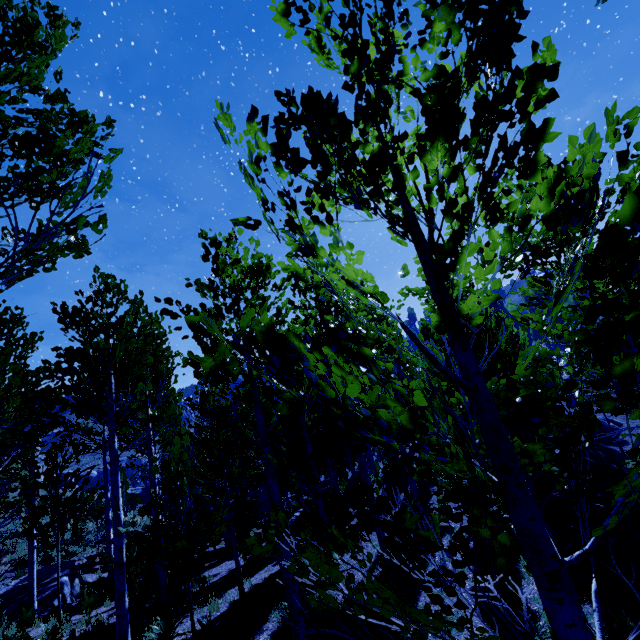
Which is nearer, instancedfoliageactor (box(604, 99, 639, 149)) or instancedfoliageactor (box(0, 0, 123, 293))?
instancedfoliageactor (box(604, 99, 639, 149))

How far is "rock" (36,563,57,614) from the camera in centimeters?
1134cm

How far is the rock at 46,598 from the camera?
11.3 meters

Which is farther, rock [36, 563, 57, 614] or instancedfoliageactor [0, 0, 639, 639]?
rock [36, 563, 57, 614]

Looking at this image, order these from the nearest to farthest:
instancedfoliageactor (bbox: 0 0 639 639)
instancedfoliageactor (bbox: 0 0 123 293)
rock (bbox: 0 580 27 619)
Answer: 1. instancedfoliageactor (bbox: 0 0 639 639)
2. instancedfoliageactor (bbox: 0 0 123 293)
3. rock (bbox: 0 580 27 619)

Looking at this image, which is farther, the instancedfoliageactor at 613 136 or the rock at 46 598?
the rock at 46 598

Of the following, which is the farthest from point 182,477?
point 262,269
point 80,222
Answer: point 80,222

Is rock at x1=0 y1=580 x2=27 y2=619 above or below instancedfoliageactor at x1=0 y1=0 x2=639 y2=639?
below
